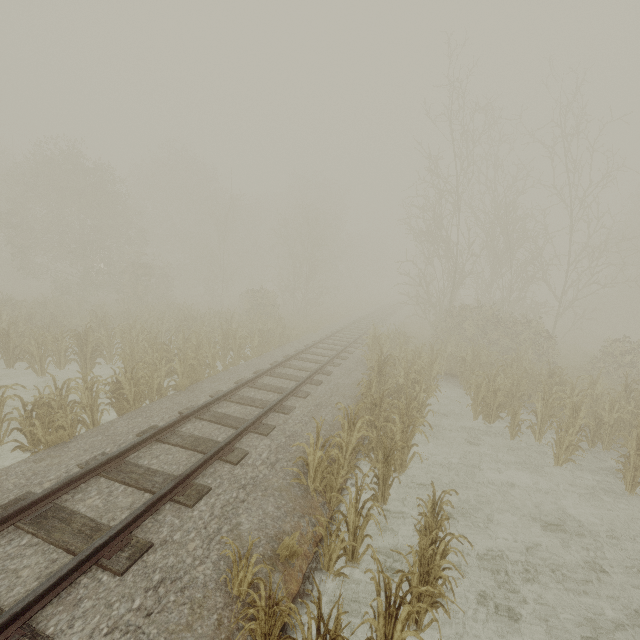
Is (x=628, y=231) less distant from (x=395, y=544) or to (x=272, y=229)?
(x=272, y=229)
